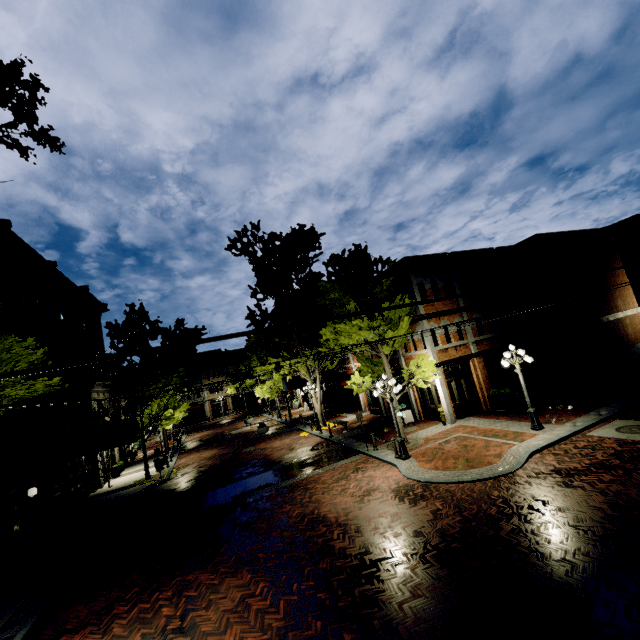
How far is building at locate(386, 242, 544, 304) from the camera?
19.1 meters

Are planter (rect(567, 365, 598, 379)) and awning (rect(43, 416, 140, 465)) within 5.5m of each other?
no

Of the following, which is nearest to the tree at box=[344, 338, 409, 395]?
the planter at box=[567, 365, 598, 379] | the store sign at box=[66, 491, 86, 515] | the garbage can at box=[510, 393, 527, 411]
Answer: the store sign at box=[66, 491, 86, 515]

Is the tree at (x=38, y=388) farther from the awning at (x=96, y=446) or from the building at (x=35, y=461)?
the awning at (x=96, y=446)

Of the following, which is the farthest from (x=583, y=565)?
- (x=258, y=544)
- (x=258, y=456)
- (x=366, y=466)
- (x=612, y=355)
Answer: (x=612, y=355)

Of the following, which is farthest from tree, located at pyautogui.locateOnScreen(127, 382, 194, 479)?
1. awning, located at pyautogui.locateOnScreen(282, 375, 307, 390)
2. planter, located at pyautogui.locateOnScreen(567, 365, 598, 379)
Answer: planter, located at pyautogui.locateOnScreen(567, 365, 598, 379)

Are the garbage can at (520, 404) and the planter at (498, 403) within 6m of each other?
yes

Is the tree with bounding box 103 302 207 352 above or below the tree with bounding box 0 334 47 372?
above
